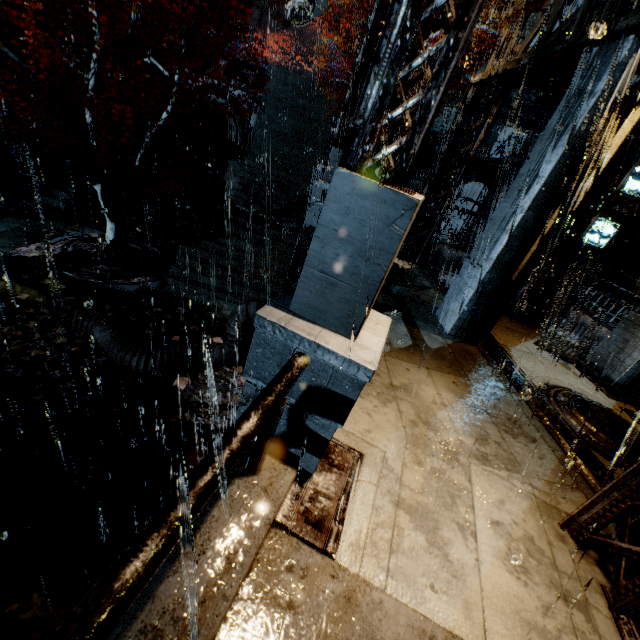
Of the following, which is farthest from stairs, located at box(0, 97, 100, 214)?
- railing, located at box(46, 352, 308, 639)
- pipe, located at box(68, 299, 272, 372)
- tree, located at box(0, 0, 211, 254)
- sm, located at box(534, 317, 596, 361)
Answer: sm, located at box(534, 317, 596, 361)

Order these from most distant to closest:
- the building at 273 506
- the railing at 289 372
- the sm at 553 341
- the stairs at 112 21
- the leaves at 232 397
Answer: the stairs at 112 21 → the sm at 553 341 → the leaves at 232 397 → the building at 273 506 → the railing at 289 372

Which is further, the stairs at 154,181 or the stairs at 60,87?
the stairs at 154,181

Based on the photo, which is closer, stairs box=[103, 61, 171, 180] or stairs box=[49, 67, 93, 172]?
stairs box=[49, 67, 93, 172]

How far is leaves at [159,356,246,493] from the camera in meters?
7.7 m

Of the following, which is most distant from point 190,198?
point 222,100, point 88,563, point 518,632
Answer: point 518,632

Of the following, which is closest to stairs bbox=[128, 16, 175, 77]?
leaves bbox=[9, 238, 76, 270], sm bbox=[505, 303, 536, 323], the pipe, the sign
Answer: leaves bbox=[9, 238, 76, 270]

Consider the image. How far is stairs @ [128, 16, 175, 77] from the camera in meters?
21.5 m
